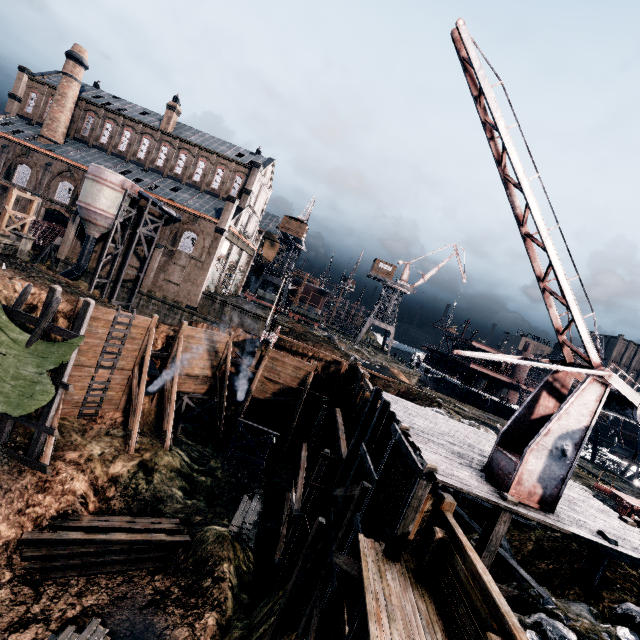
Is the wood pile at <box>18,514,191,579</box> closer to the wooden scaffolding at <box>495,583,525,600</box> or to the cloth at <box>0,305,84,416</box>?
the wooden scaffolding at <box>495,583,525,600</box>

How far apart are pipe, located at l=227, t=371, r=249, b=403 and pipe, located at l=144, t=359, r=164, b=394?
5.83m

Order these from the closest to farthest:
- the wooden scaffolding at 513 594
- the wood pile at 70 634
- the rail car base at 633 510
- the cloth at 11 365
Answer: the wooden scaffolding at 513 594 < the wood pile at 70 634 < the rail car base at 633 510 < the cloth at 11 365

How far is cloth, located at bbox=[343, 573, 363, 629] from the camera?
11.2m

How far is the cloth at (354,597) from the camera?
11.2 meters

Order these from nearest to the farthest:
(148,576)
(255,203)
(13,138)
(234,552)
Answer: (148,576)
(234,552)
(13,138)
(255,203)

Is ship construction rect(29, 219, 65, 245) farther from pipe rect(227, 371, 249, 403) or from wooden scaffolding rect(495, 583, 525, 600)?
wooden scaffolding rect(495, 583, 525, 600)

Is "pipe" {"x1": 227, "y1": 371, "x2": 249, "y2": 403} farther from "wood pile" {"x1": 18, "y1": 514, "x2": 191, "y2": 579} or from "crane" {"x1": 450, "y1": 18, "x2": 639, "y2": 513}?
"crane" {"x1": 450, "y1": 18, "x2": 639, "y2": 513}
